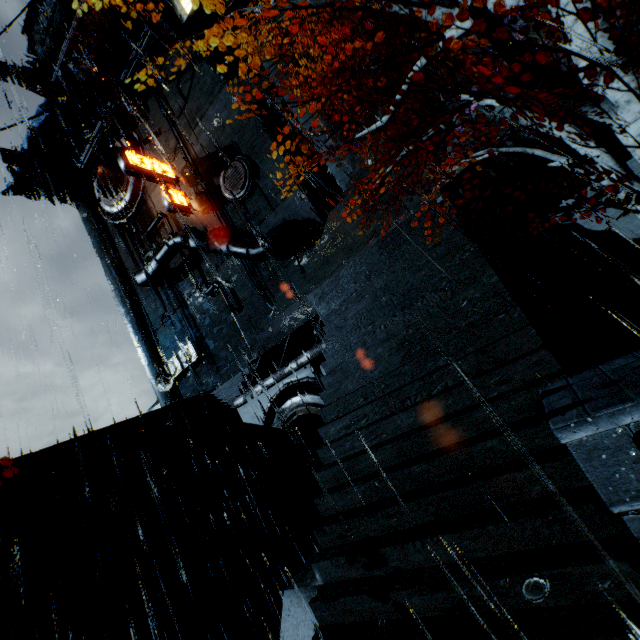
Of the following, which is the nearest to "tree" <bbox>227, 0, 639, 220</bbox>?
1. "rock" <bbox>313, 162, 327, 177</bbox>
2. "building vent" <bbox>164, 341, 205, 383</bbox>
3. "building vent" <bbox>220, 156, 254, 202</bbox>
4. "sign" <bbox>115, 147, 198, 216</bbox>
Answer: "building vent" <bbox>220, 156, 254, 202</bbox>

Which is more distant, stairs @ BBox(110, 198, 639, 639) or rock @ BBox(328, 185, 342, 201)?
rock @ BBox(328, 185, 342, 201)

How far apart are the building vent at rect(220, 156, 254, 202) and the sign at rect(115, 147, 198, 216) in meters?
3.7

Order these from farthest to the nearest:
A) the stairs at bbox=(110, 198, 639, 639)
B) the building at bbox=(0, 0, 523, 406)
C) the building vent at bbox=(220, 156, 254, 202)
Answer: the building vent at bbox=(220, 156, 254, 202) < the building at bbox=(0, 0, 523, 406) < the stairs at bbox=(110, 198, 639, 639)

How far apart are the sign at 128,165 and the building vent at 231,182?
3.7m

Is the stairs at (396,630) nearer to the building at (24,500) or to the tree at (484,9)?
the building at (24,500)

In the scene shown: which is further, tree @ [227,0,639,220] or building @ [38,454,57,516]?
building @ [38,454,57,516]

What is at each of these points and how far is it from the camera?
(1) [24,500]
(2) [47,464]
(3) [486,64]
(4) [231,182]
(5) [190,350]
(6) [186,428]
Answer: (1) building, 11.8 meters
(2) building, 12.8 meters
(3) building, 10.5 meters
(4) building vent, 22.0 meters
(5) building vent, 25.6 meters
(6) building, 17.7 meters
